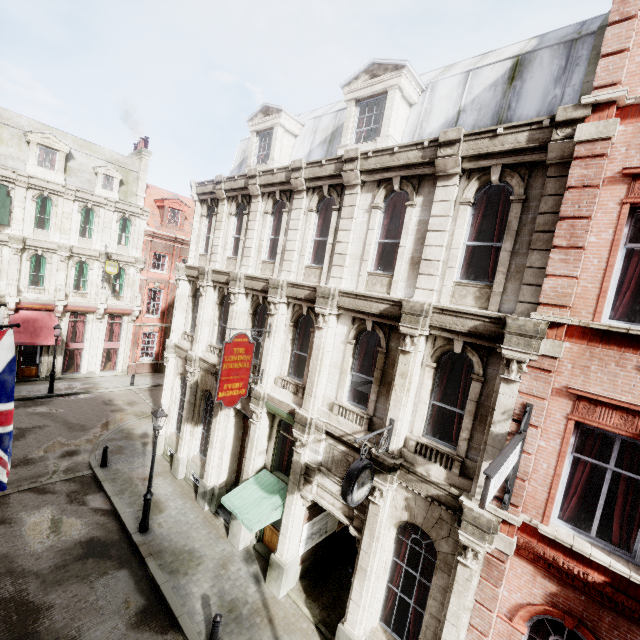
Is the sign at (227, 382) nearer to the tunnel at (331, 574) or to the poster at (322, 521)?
the poster at (322, 521)

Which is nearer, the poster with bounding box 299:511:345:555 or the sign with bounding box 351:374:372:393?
the sign with bounding box 351:374:372:393

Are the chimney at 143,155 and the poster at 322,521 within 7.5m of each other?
no

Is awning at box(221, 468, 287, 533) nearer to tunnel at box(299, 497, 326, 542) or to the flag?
tunnel at box(299, 497, 326, 542)

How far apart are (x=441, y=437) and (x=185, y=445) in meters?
11.7 m

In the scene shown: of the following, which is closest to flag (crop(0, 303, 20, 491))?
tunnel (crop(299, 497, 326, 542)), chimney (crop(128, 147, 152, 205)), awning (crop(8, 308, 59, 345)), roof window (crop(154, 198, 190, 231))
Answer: tunnel (crop(299, 497, 326, 542))

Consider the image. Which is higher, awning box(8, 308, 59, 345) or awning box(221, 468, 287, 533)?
awning box(8, 308, 59, 345)

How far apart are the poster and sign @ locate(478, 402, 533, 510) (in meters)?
6.81
